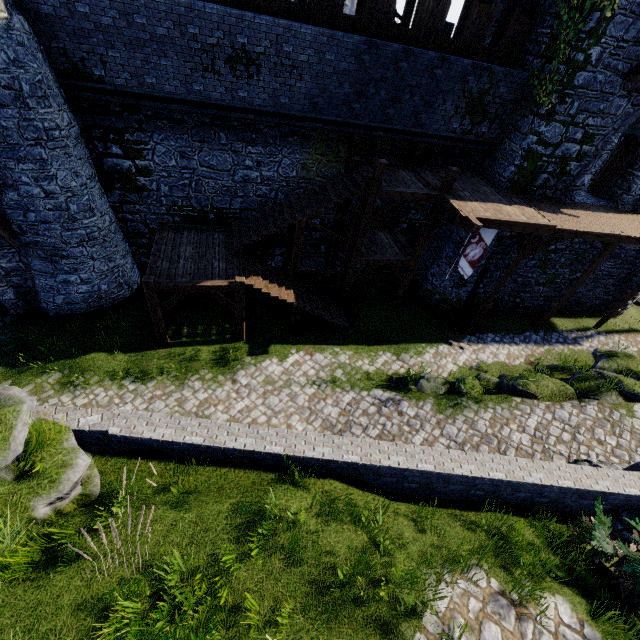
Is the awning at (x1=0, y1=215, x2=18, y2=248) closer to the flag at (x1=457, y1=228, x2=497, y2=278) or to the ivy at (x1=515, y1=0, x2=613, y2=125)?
the flag at (x1=457, y1=228, x2=497, y2=278)

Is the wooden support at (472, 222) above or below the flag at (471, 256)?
above

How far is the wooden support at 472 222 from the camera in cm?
1125

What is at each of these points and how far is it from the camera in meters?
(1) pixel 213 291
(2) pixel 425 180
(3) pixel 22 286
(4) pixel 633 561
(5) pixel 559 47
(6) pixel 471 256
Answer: (1) stairs, 11.4 m
(2) walkway, 13.7 m
(3) building, 12.8 m
(4) bush, 5.5 m
(5) ivy, 11.9 m
(6) flag, 13.4 m

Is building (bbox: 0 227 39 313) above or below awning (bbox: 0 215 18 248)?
below

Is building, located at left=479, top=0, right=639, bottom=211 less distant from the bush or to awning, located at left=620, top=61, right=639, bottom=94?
awning, located at left=620, top=61, right=639, bottom=94

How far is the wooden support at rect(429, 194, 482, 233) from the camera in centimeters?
1125cm

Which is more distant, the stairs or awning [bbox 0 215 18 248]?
the stairs
